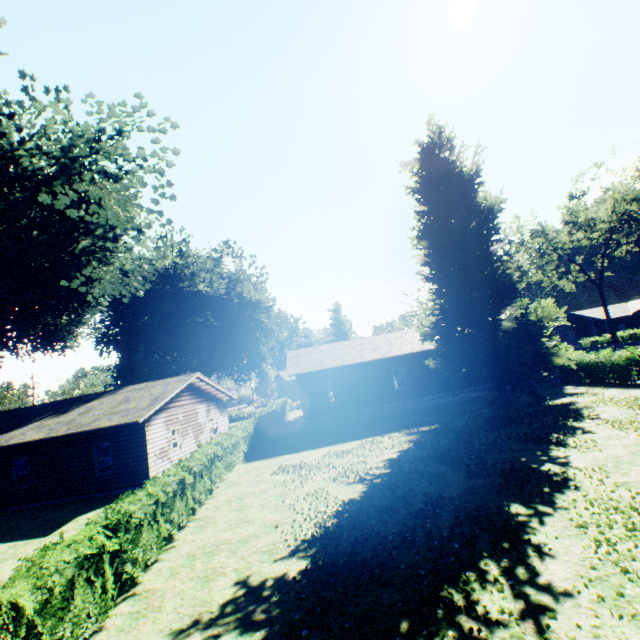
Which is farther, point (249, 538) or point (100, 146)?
point (100, 146)

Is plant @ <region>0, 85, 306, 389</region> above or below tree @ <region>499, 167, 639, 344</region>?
below

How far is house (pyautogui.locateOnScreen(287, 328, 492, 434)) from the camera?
23.6m

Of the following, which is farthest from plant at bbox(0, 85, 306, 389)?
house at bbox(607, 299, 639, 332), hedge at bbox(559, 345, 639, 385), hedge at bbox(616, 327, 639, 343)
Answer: house at bbox(607, 299, 639, 332)

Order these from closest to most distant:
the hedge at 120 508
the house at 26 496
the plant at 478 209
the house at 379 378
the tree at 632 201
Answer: the hedge at 120 508 < the house at 26 496 < the plant at 478 209 < the house at 379 378 < the tree at 632 201

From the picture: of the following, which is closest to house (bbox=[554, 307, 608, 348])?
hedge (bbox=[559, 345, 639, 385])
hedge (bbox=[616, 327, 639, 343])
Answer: hedge (bbox=[616, 327, 639, 343])

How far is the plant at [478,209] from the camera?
18.3m

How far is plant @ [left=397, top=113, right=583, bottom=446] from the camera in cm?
1833
